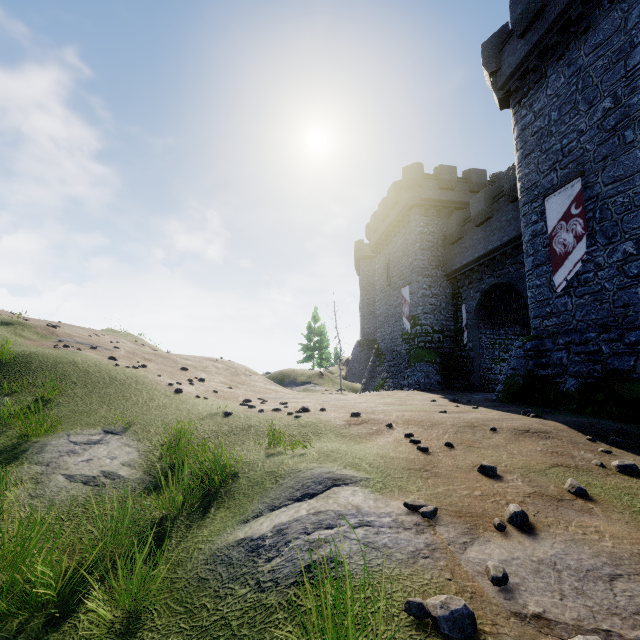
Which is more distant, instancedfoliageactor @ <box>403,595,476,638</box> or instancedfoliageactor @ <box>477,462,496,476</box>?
instancedfoliageactor @ <box>477,462,496,476</box>

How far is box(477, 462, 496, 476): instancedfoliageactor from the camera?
4.96m

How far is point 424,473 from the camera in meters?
5.0 m

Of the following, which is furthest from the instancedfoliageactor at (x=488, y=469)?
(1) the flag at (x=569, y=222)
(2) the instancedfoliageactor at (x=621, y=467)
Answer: (1) the flag at (x=569, y=222)

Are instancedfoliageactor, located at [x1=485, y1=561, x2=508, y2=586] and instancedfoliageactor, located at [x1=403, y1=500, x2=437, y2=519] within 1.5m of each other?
yes

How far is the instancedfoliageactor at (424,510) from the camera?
3.8m

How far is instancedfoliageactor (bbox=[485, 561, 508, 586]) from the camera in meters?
2.8 m

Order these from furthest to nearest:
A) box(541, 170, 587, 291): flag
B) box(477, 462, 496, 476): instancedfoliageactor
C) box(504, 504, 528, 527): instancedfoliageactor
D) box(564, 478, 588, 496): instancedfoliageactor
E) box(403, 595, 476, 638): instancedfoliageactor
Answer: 1. box(541, 170, 587, 291): flag
2. box(477, 462, 496, 476): instancedfoliageactor
3. box(564, 478, 588, 496): instancedfoliageactor
4. box(504, 504, 528, 527): instancedfoliageactor
5. box(403, 595, 476, 638): instancedfoliageactor
